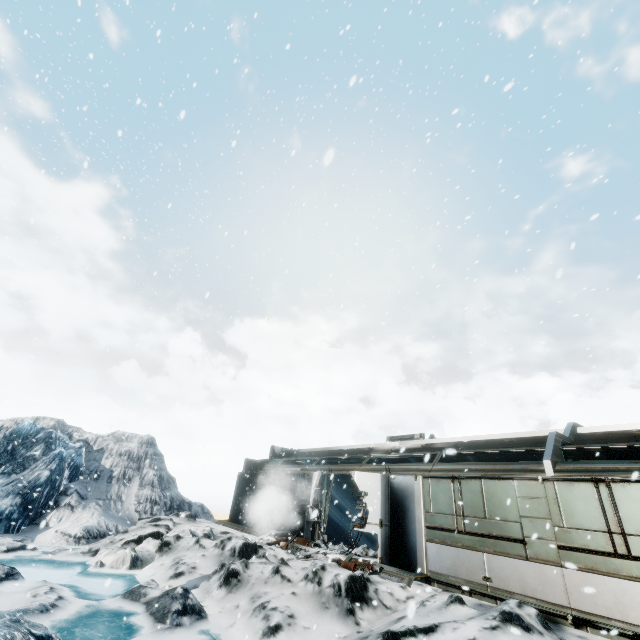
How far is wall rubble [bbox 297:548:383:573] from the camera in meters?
9.6 m

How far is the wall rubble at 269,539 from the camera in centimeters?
1209cm

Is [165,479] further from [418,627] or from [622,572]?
[622,572]

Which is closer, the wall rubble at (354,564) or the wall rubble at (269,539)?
the wall rubble at (354,564)

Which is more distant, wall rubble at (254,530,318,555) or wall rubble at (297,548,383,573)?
wall rubble at (254,530,318,555)

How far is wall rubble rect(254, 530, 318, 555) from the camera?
12.1m
